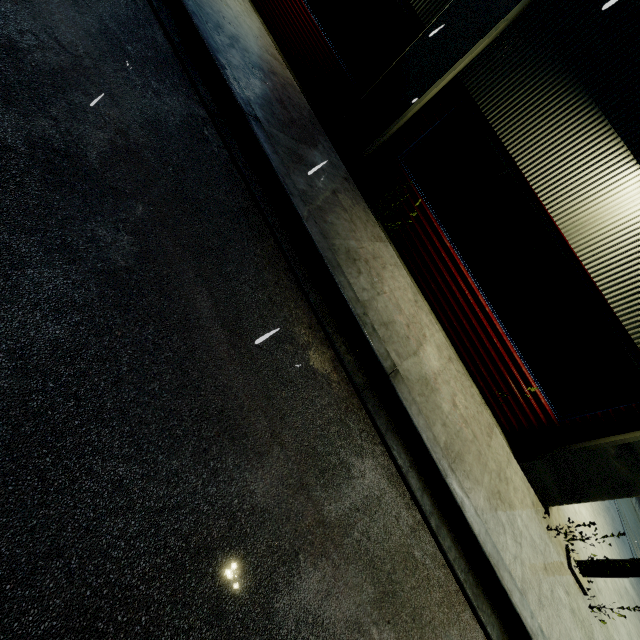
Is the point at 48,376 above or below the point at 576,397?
below
